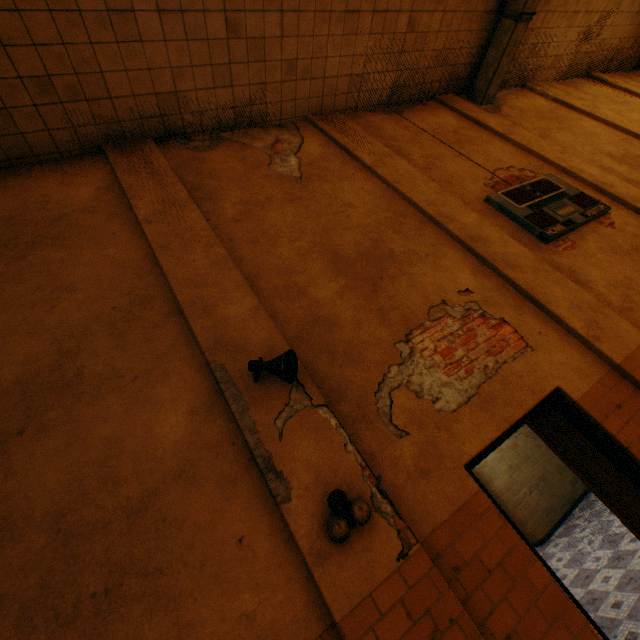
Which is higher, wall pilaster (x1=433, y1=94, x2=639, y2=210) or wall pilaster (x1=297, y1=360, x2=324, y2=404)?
wall pilaster (x1=433, y1=94, x2=639, y2=210)

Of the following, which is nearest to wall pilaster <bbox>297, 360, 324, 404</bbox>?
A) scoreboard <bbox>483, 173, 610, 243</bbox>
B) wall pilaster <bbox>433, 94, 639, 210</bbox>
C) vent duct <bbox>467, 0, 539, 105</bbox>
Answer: scoreboard <bbox>483, 173, 610, 243</bbox>

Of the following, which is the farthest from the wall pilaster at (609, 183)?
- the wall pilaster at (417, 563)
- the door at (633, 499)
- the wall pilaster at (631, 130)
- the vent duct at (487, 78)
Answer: the wall pilaster at (417, 563)

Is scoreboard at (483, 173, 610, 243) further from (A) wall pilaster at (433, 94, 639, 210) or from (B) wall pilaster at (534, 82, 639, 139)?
(B) wall pilaster at (534, 82, 639, 139)

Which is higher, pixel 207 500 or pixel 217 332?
pixel 217 332

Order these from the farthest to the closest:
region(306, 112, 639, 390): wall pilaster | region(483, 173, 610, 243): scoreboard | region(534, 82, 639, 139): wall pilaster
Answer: region(534, 82, 639, 139): wall pilaster, region(483, 173, 610, 243): scoreboard, region(306, 112, 639, 390): wall pilaster

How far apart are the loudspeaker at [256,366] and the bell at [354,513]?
0.9m

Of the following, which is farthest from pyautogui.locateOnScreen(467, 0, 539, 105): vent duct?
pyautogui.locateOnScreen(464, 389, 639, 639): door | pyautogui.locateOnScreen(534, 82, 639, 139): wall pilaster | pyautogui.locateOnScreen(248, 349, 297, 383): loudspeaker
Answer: pyautogui.locateOnScreen(464, 389, 639, 639): door
